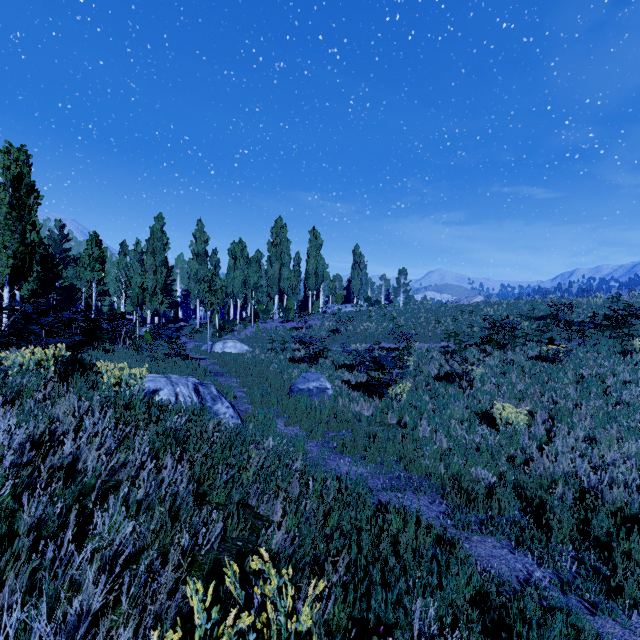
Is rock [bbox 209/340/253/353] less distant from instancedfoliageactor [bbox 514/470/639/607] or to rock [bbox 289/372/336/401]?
instancedfoliageactor [bbox 514/470/639/607]

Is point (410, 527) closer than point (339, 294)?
Yes

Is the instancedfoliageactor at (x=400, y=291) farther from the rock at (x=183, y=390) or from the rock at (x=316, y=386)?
the rock at (x=316, y=386)

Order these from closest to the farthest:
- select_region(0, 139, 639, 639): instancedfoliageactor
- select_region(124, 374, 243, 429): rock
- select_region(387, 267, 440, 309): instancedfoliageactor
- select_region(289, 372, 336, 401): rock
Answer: select_region(0, 139, 639, 639): instancedfoliageactor → select_region(124, 374, 243, 429): rock → select_region(289, 372, 336, 401): rock → select_region(387, 267, 440, 309): instancedfoliageactor

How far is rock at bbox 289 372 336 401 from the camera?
10.70m

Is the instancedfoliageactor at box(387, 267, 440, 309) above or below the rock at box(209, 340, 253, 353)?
above

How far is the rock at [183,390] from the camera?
5.5m

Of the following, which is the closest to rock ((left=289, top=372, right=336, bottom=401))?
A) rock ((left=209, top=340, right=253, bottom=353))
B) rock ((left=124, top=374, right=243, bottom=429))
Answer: rock ((left=124, top=374, right=243, bottom=429))
